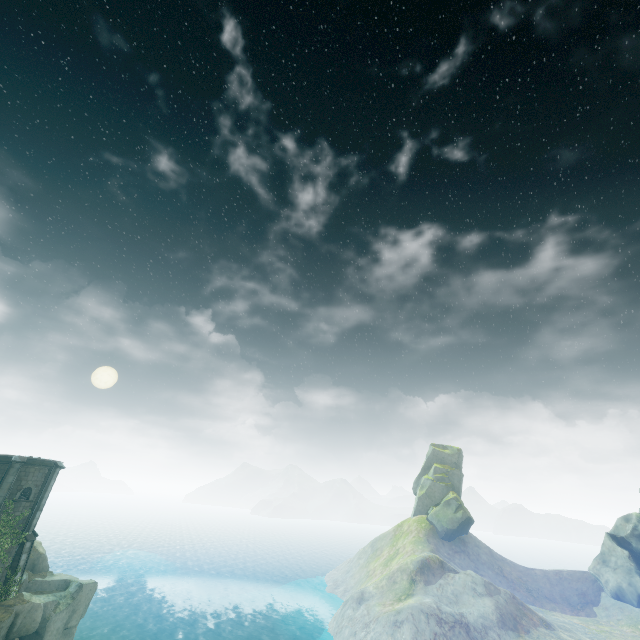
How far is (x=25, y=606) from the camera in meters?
24.2

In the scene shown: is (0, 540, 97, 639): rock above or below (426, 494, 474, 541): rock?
below

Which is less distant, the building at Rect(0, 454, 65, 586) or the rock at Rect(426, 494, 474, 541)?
the building at Rect(0, 454, 65, 586)

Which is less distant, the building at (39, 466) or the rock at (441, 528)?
the building at (39, 466)

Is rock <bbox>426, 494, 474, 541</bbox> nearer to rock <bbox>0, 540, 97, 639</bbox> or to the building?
rock <bbox>0, 540, 97, 639</bbox>

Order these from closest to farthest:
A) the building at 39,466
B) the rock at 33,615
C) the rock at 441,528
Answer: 1. the rock at 33,615
2. the building at 39,466
3. the rock at 441,528

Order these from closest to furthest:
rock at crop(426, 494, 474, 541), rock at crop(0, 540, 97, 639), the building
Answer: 1. rock at crop(0, 540, 97, 639)
2. the building
3. rock at crop(426, 494, 474, 541)

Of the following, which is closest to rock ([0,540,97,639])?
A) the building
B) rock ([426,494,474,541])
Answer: the building
